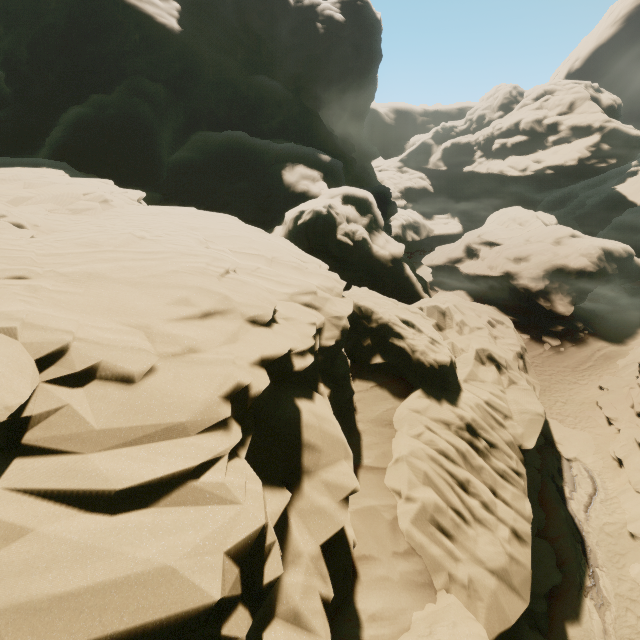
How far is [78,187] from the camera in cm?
1539

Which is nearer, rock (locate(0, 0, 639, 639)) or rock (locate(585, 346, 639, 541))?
rock (locate(0, 0, 639, 639))

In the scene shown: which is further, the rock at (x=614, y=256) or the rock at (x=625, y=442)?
the rock at (x=625, y=442)
